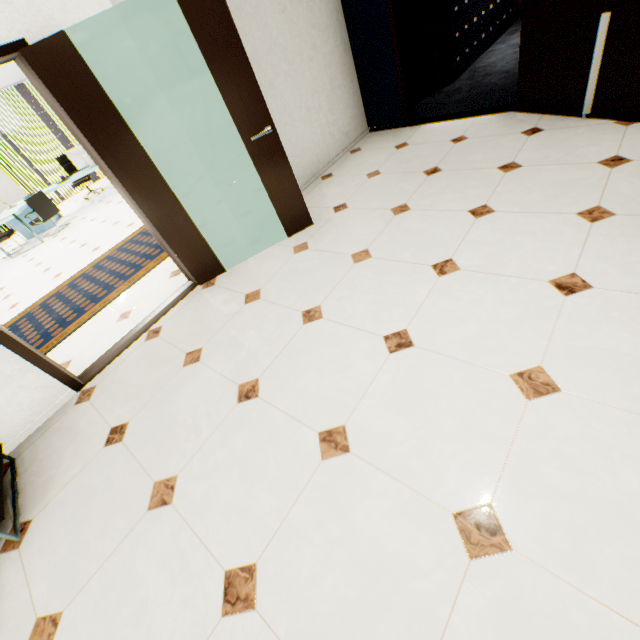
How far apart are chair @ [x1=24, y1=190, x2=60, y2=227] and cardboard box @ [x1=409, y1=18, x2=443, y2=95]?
8.32m

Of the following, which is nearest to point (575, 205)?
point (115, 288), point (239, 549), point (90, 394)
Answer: point (239, 549)

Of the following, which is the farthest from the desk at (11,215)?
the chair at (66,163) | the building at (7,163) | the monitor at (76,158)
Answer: the building at (7,163)

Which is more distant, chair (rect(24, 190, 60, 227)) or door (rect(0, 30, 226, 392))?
chair (rect(24, 190, 60, 227))

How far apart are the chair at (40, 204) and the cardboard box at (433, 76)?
8.32m

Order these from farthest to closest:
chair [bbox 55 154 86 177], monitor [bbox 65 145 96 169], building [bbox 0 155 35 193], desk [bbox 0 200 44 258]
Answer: building [bbox 0 155 35 193], chair [bbox 55 154 86 177], monitor [bbox 65 145 96 169], desk [bbox 0 200 44 258]

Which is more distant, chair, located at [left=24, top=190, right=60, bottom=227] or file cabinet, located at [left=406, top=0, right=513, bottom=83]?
chair, located at [left=24, top=190, right=60, bottom=227]

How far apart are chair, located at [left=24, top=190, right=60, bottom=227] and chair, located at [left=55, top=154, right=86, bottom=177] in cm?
167
